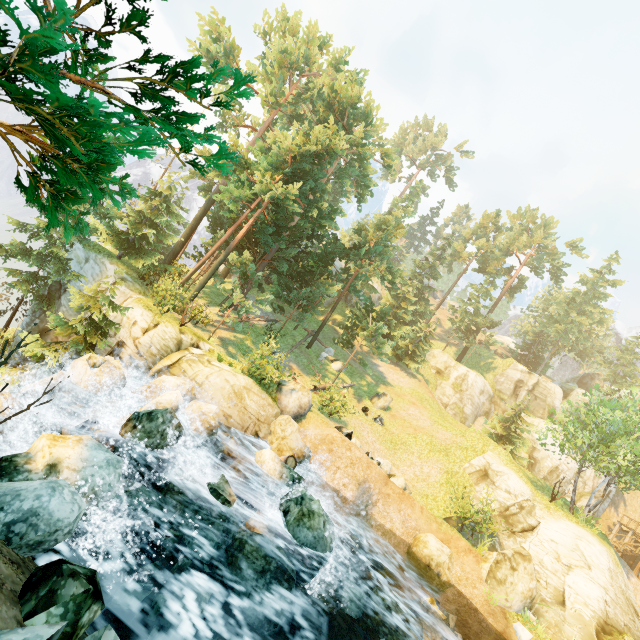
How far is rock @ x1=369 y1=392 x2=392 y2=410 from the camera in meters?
27.3

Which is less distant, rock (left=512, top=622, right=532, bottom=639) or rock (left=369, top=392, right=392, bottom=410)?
rock (left=512, top=622, right=532, bottom=639)

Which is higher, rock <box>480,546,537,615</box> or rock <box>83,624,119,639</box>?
rock <box>480,546,537,615</box>

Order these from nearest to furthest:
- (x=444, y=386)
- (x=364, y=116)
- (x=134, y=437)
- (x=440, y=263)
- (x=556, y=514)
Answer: (x=134, y=437) < (x=556, y=514) < (x=364, y=116) < (x=444, y=386) < (x=440, y=263)

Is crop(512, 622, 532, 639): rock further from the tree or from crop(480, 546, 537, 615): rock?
the tree

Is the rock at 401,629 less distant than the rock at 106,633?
No

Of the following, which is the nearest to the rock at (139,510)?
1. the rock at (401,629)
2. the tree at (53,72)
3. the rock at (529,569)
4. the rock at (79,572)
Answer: the rock at (401,629)

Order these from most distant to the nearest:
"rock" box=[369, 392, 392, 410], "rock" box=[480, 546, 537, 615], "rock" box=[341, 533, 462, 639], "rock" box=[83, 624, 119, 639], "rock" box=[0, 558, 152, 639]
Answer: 1. "rock" box=[369, 392, 392, 410]
2. "rock" box=[480, 546, 537, 615]
3. "rock" box=[341, 533, 462, 639]
4. "rock" box=[83, 624, 119, 639]
5. "rock" box=[0, 558, 152, 639]
